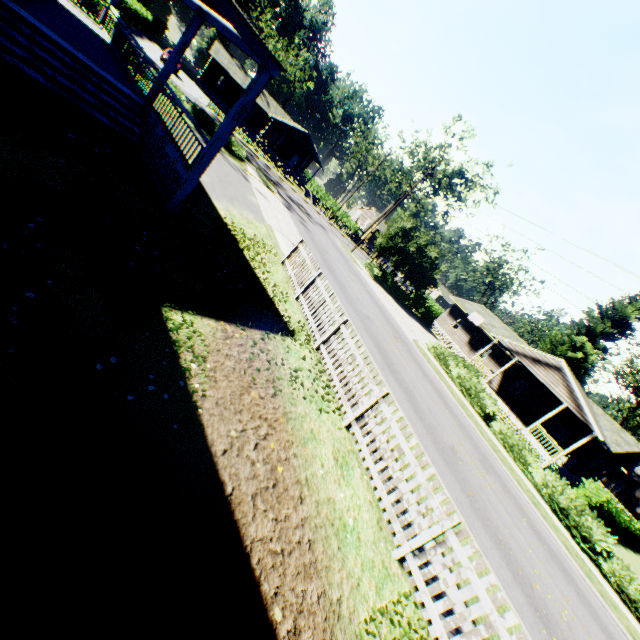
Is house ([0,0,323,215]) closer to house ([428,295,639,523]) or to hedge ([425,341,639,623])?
hedge ([425,341,639,623])

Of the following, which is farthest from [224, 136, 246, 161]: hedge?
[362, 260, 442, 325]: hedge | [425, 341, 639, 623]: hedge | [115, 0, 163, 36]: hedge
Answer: [425, 341, 639, 623]: hedge

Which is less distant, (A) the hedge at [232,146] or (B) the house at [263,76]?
(B) the house at [263,76]

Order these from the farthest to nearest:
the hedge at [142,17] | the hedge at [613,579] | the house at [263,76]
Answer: the hedge at [142,17], the hedge at [613,579], the house at [263,76]

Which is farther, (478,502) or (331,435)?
(478,502)

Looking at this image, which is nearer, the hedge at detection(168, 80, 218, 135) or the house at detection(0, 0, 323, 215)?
A: the house at detection(0, 0, 323, 215)

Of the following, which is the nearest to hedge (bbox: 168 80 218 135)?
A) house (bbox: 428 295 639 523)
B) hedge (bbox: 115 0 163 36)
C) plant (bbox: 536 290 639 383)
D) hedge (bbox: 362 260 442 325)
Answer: hedge (bbox: 362 260 442 325)

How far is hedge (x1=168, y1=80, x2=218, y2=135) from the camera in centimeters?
2122cm
